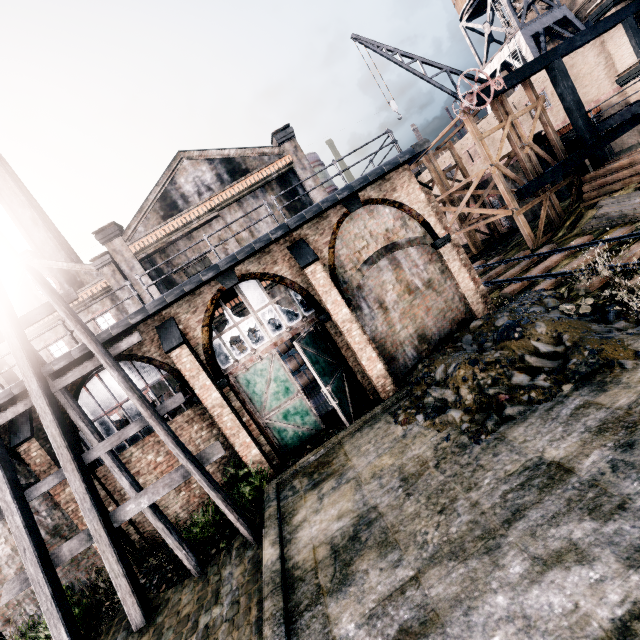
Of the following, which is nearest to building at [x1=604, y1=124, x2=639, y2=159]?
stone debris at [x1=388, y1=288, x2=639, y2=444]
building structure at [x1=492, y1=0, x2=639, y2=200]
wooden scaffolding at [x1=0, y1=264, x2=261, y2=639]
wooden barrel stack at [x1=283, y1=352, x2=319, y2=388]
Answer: building structure at [x1=492, y1=0, x2=639, y2=200]

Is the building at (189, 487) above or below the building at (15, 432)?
below

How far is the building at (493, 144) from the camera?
32.16m

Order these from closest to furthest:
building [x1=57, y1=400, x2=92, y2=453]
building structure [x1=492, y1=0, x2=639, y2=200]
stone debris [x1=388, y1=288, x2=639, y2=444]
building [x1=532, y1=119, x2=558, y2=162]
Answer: stone debris [x1=388, y1=288, x2=639, y2=444], building [x1=57, y1=400, x2=92, y2=453], building structure [x1=492, y1=0, x2=639, y2=200], building [x1=532, y1=119, x2=558, y2=162]

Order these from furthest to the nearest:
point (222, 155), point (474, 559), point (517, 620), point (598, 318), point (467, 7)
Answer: point (467, 7), point (222, 155), point (598, 318), point (474, 559), point (517, 620)

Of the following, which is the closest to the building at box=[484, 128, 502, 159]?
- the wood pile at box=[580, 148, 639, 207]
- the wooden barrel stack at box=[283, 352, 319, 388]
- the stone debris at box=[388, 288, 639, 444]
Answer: the wood pile at box=[580, 148, 639, 207]

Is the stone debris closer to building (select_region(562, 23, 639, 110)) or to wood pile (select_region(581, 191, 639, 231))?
wood pile (select_region(581, 191, 639, 231))

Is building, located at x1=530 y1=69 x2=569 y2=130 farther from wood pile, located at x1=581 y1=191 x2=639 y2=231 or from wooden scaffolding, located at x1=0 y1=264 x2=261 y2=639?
wooden scaffolding, located at x1=0 y1=264 x2=261 y2=639
